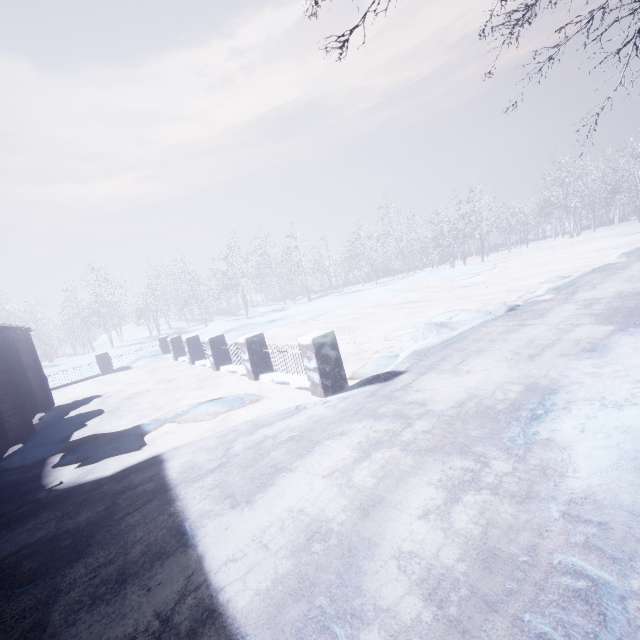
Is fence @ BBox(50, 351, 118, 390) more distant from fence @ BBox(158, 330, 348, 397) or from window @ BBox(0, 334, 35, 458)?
window @ BBox(0, 334, 35, 458)

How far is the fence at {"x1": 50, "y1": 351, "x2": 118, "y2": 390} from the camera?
12.7 meters

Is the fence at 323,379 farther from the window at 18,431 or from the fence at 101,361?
the window at 18,431

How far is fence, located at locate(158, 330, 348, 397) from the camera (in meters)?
4.70

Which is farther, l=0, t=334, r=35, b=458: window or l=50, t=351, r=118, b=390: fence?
l=50, t=351, r=118, b=390: fence

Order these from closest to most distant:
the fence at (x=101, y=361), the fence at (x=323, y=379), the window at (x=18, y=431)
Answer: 1. the fence at (x=323, y=379)
2. the window at (x=18, y=431)
3. the fence at (x=101, y=361)

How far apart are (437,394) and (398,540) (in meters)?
2.03

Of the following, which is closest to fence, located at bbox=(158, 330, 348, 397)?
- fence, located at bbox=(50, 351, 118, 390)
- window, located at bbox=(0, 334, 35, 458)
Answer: fence, located at bbox=(50, 351, 118, 390)
